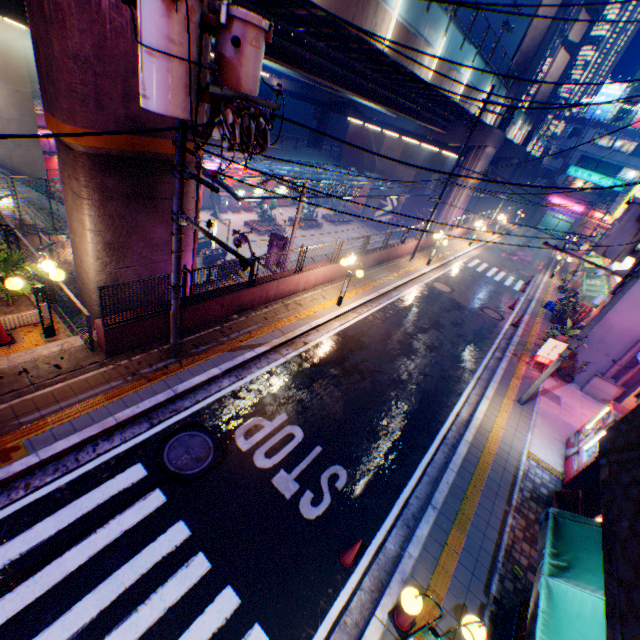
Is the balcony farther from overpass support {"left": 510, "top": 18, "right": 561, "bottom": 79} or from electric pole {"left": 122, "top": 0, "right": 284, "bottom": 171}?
overpass support {"left": 510, "top": 18, "right": 561, "bottom": 79}

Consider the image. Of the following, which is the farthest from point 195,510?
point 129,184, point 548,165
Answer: point 548,165

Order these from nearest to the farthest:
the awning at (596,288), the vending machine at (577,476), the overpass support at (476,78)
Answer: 1. the vending machine at (577,476)
2. the awning at (596,288)
3. the overpass support at (476,78)

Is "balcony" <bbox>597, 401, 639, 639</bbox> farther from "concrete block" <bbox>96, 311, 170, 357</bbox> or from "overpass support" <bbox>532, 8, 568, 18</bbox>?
"overpass support" <bbox>532, 8, 568, 18</bbox>

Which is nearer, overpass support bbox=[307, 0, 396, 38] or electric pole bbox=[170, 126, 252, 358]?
electric pole bbox=[170, 126, 252, 358]

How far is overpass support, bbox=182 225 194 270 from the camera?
10.1 meters

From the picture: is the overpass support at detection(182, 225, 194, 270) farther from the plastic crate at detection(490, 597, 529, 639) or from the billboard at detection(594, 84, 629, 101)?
the plastic crate at detection(490, 597, 529, 639)

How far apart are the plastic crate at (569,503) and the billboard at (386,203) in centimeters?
4130cm
